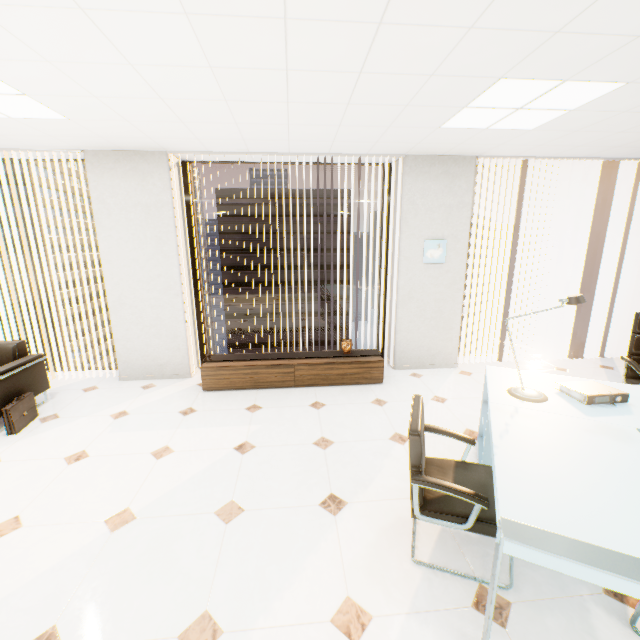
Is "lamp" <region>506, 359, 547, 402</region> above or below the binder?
below

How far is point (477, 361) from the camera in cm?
520

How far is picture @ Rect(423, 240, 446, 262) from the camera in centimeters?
448cm

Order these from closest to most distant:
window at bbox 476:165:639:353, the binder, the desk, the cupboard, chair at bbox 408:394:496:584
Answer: the desk < chair at bbox 408:394:496:584 < the binder < the cupboard < window at bbox 476:165:639:353

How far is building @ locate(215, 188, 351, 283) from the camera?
57.2m

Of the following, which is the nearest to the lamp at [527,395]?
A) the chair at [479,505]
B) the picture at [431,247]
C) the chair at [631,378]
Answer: the chair at [479,505]

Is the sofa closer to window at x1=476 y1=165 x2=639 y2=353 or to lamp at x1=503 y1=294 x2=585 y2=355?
lamp at x1=503 y1=294 x2=585 y2=355

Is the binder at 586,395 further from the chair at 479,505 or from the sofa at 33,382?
the sofa at 33,382
